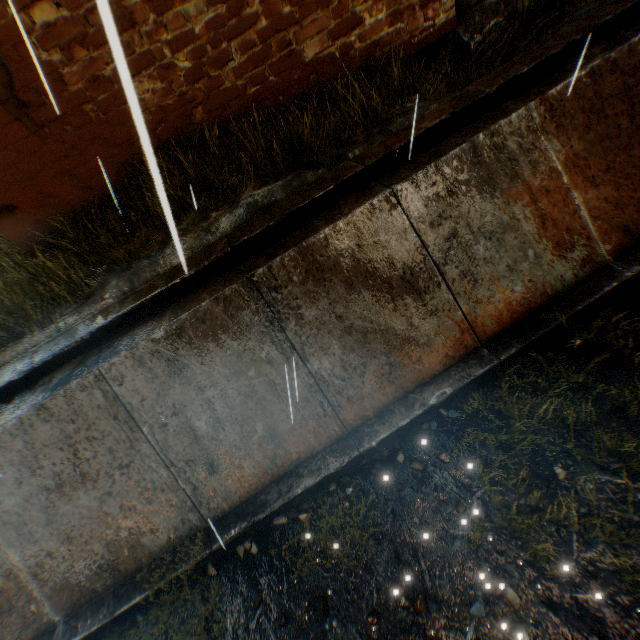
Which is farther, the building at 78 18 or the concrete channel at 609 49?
the building at 78 18

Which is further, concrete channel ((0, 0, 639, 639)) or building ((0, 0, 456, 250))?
building ((0, 0, 456, 250))

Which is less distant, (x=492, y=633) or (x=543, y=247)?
(x=492, y=633)

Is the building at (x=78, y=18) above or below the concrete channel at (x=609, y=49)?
above

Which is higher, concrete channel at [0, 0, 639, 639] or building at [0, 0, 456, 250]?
building at [0, 0, 456, 250]
